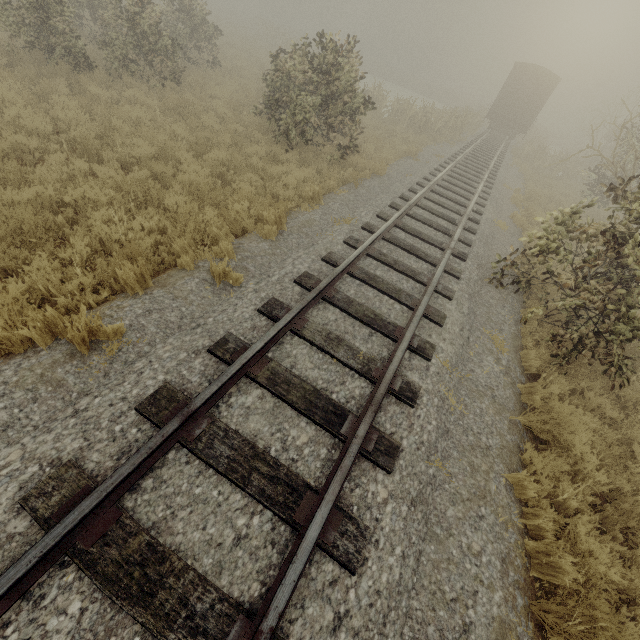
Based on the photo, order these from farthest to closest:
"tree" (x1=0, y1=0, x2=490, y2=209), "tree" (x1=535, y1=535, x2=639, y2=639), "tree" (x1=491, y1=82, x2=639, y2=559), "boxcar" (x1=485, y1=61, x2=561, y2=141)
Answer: "boxcar" (x1=485, y1=61, x2=561, y2=141), "tree" (x1=0, y1=0, x2=490, y2=209), "tree" (x1=491, y1=82, x2=639, y2=559), "tree" (x1=535, y1=535, x2=639, y2=639)

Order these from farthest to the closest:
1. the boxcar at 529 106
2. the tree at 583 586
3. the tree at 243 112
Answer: the boxcar at 529 106, the tree at 243 112, the tree at 583 586

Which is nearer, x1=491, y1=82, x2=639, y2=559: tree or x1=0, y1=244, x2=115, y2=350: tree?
x1=0, y1=244, x2=115, y2=350: tree

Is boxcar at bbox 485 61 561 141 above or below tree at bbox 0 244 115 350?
above

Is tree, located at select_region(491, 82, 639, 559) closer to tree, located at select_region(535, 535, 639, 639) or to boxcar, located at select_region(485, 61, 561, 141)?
tree, located at select_region(535, 535, 639, 639)

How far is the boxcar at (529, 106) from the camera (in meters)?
23.03

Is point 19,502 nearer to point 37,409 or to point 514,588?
point 37,409
